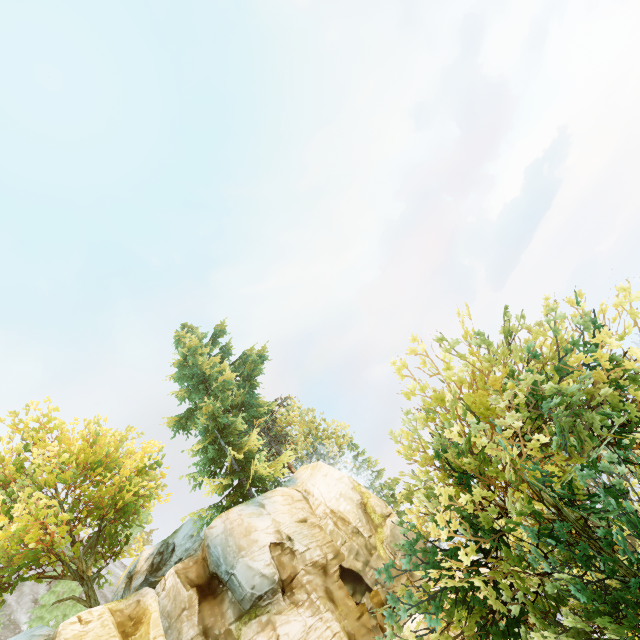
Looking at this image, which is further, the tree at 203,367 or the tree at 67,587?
the tree at 67,587

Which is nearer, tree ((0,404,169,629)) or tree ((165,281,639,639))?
tree ((165,281,639,639))

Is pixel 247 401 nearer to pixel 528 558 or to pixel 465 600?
pixel 465 600
